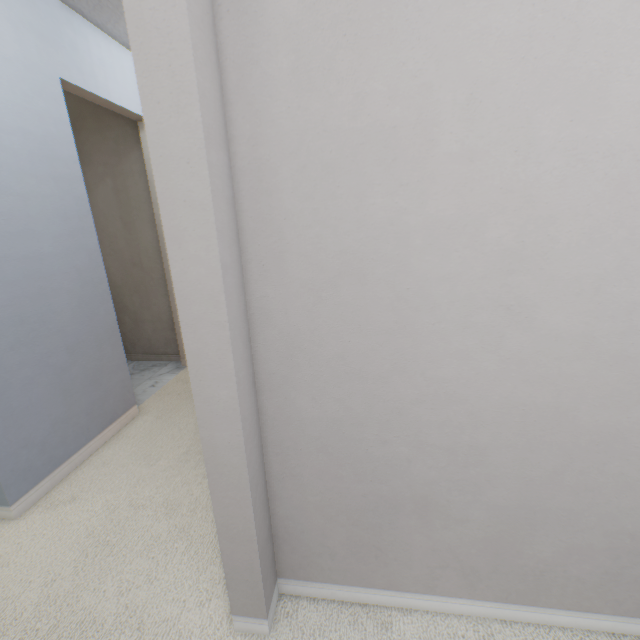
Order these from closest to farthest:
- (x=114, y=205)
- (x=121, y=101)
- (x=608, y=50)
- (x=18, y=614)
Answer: (x=608, y=50) → (x=18, y=614) → (x=121, y=101) → (x=114, y=205)
